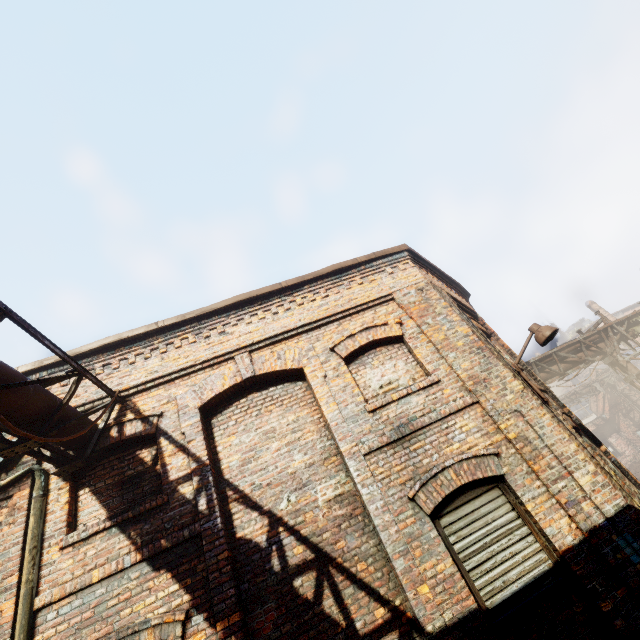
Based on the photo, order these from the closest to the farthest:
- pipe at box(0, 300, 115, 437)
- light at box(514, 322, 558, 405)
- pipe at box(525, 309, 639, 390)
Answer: pipe at box(0, 300, 115, 437) → light at box(514, 322, 558, 405) → pipe at box(525, 309, 639, 390)

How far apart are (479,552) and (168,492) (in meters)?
4.35

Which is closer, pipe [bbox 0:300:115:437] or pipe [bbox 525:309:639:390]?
pipe [bbox 0:300:115:437]

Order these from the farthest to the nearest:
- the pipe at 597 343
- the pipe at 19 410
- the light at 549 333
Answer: the pipe at 597 343 → the light at 549 333 → the pipe at 19 410

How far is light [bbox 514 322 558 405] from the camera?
5.66m

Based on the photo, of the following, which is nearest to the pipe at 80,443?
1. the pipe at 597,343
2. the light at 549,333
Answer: the light at 549,333

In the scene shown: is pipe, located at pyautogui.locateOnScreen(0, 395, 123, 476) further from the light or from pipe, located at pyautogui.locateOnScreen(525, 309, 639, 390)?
pipe, located at pyautogui.locateOnScreen(525, 309, 639, 390)
